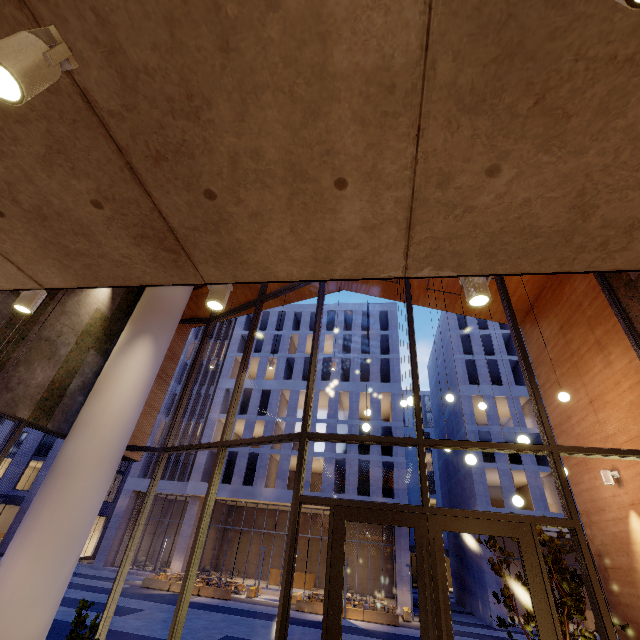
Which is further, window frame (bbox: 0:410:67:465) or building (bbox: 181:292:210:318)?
building (bbox: 181:292:210:318)

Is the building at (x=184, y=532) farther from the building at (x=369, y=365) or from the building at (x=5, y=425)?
the building at (x=5, y=425)

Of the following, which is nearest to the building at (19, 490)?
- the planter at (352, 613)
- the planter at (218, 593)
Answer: the planter at (218, 593)

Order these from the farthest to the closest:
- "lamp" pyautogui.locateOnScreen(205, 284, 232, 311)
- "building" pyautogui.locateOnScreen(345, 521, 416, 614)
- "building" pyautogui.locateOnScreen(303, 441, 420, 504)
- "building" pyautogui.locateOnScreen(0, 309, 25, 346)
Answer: "building" pyautogui.locateOnScreen(303, 441, 420, 504) → "building" pyautogui.locateOnScreen(345, 521, 416, 614) → "building" pyautogui.locateOnScreen(0, 309, 25, 346) → "lamp" pyautogui.locateOnScreen(205, 284, 232, 311)

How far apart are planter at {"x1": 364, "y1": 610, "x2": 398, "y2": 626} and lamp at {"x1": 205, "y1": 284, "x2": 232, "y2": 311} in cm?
2414

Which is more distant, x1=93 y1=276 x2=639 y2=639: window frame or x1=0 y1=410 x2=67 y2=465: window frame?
x1=0 y1=410 x2=67 y2=465: window frame

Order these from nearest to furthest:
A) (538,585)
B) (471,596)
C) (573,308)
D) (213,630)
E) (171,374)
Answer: (538,585) → (573,308) → (171,374) → (213,630) → (471,596)

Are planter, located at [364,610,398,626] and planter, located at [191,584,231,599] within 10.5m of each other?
yes
